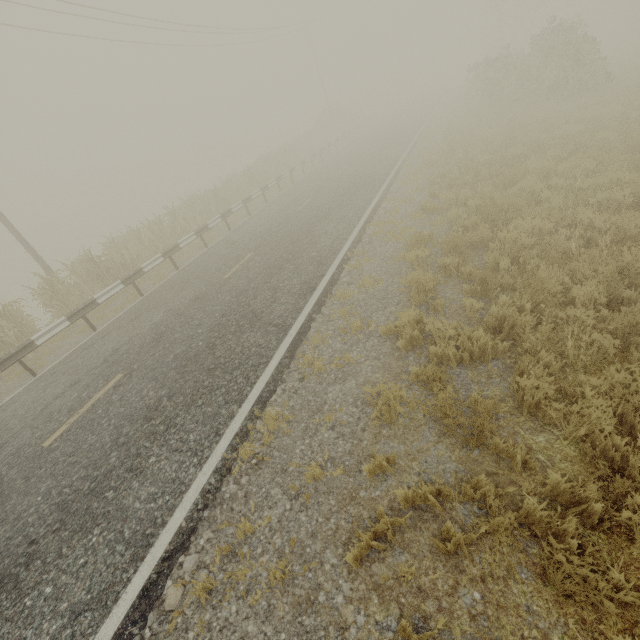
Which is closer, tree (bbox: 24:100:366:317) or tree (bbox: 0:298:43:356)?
tree (bbox: 0:298:43:356)

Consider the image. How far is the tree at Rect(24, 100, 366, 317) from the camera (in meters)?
12.23

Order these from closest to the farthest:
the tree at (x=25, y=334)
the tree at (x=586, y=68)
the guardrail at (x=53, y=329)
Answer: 1. the guardrail at (x=53, y=329)
2. the tree at (x=25, y=334)
3. the tree at (x=586, y=68)

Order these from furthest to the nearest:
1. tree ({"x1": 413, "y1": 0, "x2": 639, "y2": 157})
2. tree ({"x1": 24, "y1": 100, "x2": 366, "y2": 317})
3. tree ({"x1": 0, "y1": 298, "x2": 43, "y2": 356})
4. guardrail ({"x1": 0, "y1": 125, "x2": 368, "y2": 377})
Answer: tree ({"x1": 413, "y1": 0, "x2": 639, "y2": 157}), tree ({"x1": 24, "y1": 100, "x2": 366, "y2": 317}), tree ({"x1": 0, "y1": 298, "x2": 43, "y2": 356}), guardrail ({"x1": 0, "y1": 125, "x2": 368, "y2": 377})

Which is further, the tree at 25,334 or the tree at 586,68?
the tree at 586,68

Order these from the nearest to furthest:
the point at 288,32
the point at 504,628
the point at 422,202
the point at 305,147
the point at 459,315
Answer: the point at 504,628 → the point at 459,315 → the point at 422,202 → the point at 305,147 → the point at 288,32

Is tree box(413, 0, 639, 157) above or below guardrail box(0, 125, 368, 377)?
above

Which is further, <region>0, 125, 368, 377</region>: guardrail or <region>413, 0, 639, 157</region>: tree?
<region>413, 0, 639, 157</region>: tree
